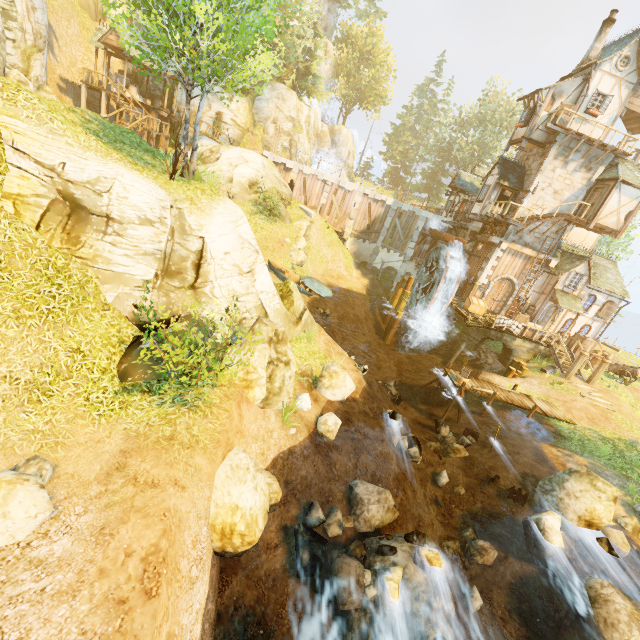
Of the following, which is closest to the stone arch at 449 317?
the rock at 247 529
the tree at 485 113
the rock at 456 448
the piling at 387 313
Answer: the piling at 387 313

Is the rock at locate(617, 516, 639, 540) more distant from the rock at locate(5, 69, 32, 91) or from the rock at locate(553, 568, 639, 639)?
the rock at locate(5, 69, 32, 91)

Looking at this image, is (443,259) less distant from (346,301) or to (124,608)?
(346,301)

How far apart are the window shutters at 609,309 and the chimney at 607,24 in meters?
Result: 16.7

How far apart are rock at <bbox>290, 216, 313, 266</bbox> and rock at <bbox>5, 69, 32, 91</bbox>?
17.4 meters

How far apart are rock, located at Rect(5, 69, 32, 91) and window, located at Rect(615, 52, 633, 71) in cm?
3633

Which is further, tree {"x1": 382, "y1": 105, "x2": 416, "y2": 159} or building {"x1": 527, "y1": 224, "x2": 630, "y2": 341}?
tree {"x1": 382, "y1": 105, "x2": 416, "y2": 159}

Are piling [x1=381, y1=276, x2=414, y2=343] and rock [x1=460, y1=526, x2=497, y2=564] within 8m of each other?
no
